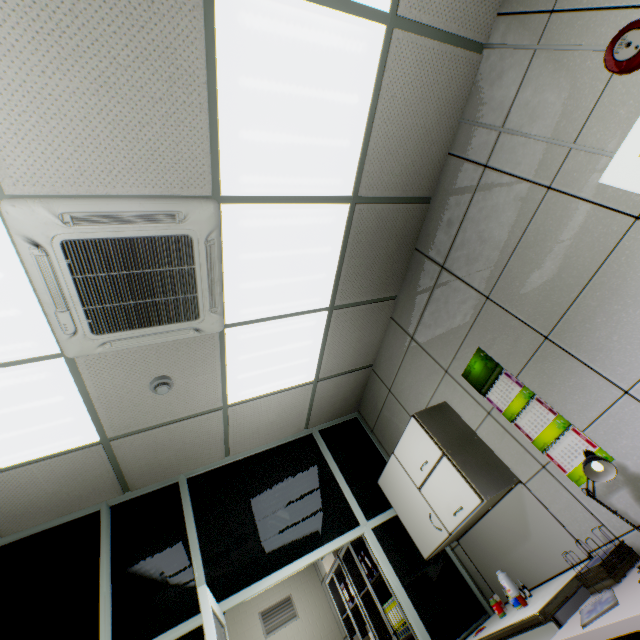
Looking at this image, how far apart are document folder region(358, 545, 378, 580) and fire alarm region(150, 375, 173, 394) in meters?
3.3 m

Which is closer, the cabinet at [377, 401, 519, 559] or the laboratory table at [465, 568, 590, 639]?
the laboratory table at [465, 568, 590, 639]

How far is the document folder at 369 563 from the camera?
3.9m

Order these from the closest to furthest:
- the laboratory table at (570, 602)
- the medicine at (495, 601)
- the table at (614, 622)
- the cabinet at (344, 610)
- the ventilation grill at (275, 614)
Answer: the table at (614, 622) < the laboratory table at (570, 602) < the medicine at (495, 601) < the cabinet at (344, 610) < the ventilation grill at (275, 614)

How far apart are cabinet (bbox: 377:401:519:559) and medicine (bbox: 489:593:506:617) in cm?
44

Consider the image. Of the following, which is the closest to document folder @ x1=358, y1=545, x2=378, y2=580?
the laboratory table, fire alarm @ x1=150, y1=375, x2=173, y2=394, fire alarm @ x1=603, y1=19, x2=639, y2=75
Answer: the laboratory table

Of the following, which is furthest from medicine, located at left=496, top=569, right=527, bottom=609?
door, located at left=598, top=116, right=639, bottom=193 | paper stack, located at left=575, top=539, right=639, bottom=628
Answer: door, located at left=598, top=116, right=639, bottom=193

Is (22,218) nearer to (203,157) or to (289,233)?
(203,157)
